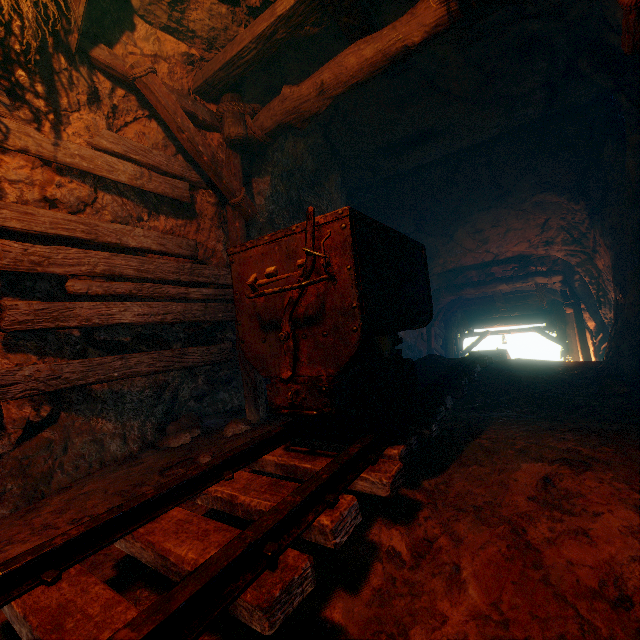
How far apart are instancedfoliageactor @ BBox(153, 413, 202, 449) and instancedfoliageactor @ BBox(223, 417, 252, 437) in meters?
0.4

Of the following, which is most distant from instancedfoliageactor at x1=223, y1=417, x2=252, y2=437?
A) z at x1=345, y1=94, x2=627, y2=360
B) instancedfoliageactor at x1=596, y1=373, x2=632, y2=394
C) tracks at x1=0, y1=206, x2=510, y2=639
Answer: z at x1=345, y1=94, x2=627, y2=360

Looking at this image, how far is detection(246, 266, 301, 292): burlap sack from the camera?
2.0 meters

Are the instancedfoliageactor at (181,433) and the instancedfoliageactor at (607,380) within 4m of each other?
no

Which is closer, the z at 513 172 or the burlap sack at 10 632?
the burlap sack at 10 632

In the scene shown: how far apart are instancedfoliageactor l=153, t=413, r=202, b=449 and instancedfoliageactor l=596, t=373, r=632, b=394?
4.52m

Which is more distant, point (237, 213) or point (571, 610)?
point (237, 213)

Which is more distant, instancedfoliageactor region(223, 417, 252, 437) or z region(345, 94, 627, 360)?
z region(345, 94, 627, 360)
